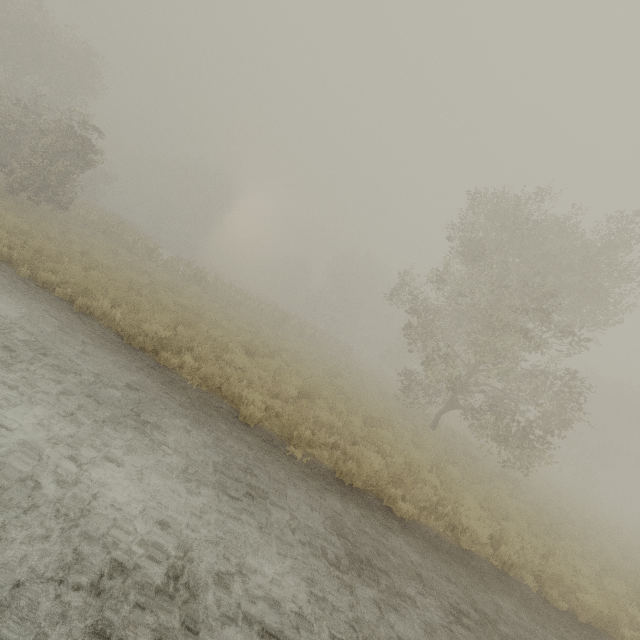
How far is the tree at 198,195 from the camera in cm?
5621

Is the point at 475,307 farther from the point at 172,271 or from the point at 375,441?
the point at 172,271

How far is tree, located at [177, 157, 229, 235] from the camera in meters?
56.2
